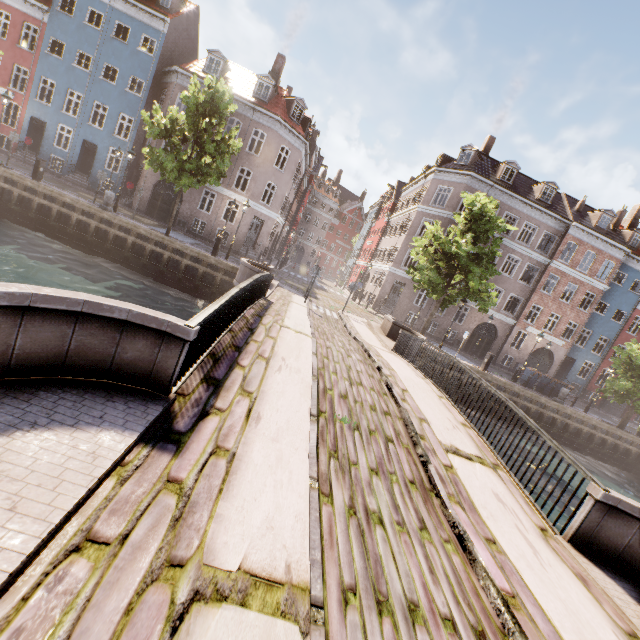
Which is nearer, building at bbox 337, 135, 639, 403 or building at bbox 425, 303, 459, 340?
building at bbox 337, 135, 639, 403

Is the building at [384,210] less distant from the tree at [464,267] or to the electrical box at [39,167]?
the tree at [464,267]

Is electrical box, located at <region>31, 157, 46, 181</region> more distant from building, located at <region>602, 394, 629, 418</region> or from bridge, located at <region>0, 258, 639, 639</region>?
bridge, located at <region>0, 258, 639, 639</region>

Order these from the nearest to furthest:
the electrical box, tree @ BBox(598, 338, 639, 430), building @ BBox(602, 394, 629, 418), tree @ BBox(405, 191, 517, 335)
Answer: the electrical box → tree @ BBox(405, 191, 517, 335) → tree @ BBox(598, 338, 639, 430) → building @ BBox(602, 394, 629, 418)

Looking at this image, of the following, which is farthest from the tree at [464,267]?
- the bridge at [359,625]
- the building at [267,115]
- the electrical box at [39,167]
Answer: the electrical box at [39,167]

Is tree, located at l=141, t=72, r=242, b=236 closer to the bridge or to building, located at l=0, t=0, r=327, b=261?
the bridge

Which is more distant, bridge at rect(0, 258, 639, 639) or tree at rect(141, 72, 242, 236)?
tree at rect(141, 72, 242, 236)

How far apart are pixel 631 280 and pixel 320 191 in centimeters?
4623cm
